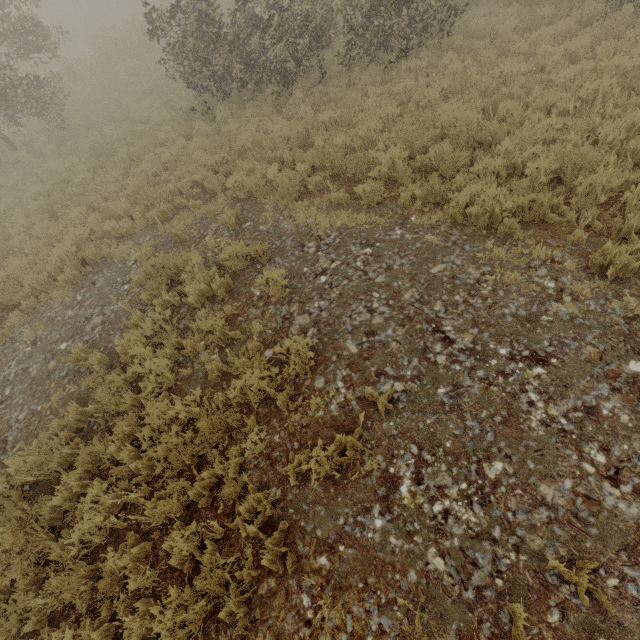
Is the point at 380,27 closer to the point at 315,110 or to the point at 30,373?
the point at 315,110
